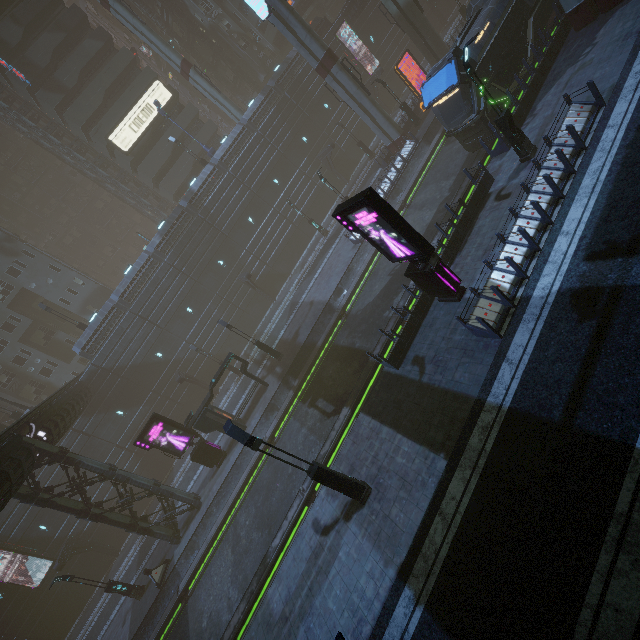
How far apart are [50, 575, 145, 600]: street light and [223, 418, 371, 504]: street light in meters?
20.0

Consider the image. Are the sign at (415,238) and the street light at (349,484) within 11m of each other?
yes

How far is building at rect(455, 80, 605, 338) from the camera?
10.96m

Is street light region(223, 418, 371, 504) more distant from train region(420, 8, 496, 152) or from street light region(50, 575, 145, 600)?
street light region(50, 575, 145, 600)

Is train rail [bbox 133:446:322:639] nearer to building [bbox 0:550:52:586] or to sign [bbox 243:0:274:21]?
building [bbox 0:550:52:586]

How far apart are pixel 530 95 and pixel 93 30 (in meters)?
51.74

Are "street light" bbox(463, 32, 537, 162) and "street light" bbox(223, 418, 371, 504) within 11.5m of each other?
no

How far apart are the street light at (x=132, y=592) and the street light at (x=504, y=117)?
34.37m
